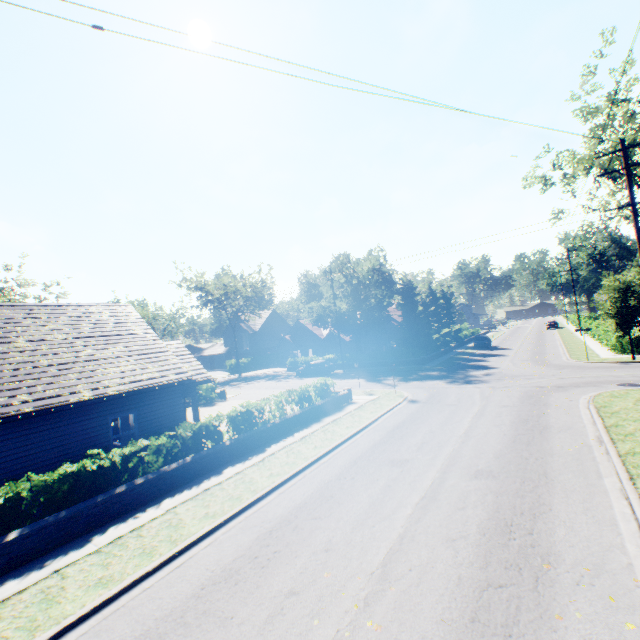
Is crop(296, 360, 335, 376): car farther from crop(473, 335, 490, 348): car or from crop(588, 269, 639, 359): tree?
crop(473, 335, 490, 348): car

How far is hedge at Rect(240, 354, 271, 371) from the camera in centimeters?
5493cm

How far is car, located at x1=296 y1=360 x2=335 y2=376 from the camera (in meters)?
36.41

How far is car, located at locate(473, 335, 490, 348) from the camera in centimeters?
4256cm

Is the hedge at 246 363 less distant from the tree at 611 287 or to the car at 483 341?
the tree at 611 287

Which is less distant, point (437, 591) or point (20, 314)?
point (437, 591)

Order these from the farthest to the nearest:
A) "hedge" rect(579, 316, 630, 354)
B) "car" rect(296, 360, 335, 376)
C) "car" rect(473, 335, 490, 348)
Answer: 1. "car" rect(473, 335, 490, 348)
2. "car" rect(296, 360, 335, 376)
3. "hedge" rect(579, 316, 630, 354)

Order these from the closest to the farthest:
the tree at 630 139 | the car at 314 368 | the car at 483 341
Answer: the tree at 630 139 → the car at 314 368 → the car at 483 341
